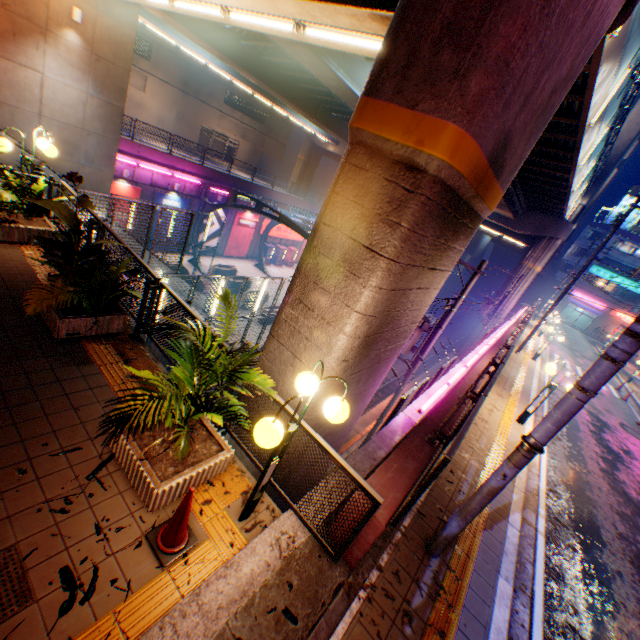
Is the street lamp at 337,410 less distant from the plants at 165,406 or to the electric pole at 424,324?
the plants at 165,406

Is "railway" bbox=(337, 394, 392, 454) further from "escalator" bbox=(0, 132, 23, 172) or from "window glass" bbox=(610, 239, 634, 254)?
"window glass" bbox=(610, 239, 634, 254)

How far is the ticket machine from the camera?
24.0m

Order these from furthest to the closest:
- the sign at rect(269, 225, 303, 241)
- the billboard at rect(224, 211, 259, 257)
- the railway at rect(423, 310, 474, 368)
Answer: the railway at rect(423, 310, 474, 368) → the sign at rect(269, 225, 303, 241) → the billboard at rect(224, 211, 259, 257)

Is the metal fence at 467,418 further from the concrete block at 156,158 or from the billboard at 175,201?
the billboard at 175,201

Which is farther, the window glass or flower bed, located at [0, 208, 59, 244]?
the window glass

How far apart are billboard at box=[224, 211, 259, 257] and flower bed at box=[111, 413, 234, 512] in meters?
26.2

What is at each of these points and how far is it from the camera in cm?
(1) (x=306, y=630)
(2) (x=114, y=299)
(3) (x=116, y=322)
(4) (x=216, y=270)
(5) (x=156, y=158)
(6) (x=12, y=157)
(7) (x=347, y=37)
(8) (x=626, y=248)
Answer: (1) concrete curb, 336
(2) plants, 537
(3) flower bed, 566
(4) ticket machine, 2397
(5) concrete block, 2117
(6) escalator, 1017
(7) street lamp, 559
(8) window glass, 4944
